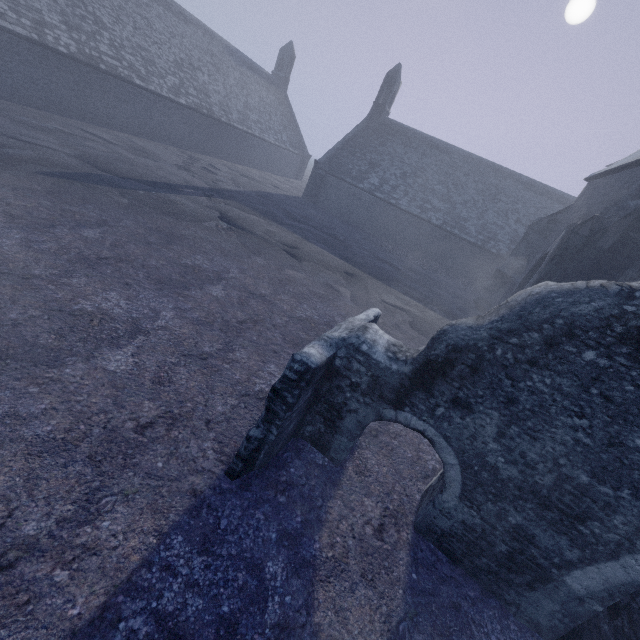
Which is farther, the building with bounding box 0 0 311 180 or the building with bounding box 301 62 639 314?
the building with bounding box 0 0 311 180

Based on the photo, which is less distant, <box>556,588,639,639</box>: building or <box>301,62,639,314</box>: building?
<box>556,588,639,639</box>: building

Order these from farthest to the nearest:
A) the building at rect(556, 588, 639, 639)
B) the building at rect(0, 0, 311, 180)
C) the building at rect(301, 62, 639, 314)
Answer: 1. the building at rect(0, 0, 311, 180)
2. the building at rect(301, 62, 639, 314)
3. the building at rect(556, 588, 639, 639)

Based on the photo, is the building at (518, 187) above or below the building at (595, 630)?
above

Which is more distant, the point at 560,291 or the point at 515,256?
the point at 515,256

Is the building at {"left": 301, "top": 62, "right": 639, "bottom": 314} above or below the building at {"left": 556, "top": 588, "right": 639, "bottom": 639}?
above

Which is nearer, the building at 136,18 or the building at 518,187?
the building at 518,187
